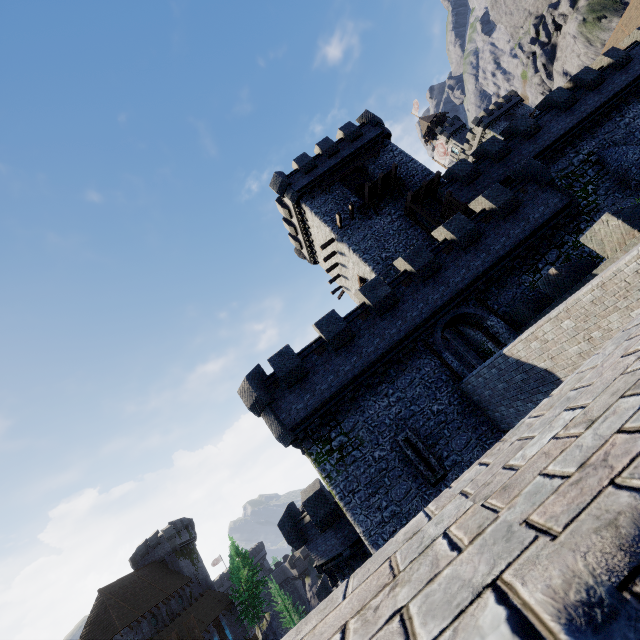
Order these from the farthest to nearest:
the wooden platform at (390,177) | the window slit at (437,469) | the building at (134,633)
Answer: the building at (134,633) < the wooden platform at (390,177) < the window slit at (437,469)

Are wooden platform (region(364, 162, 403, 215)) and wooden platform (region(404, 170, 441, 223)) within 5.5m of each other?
yes

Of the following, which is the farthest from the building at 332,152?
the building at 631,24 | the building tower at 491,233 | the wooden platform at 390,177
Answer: the building at 631,24

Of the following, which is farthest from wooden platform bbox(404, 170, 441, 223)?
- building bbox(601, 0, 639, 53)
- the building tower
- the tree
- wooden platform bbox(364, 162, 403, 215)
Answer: the tree

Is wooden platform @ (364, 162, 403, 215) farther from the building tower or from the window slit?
the window slit

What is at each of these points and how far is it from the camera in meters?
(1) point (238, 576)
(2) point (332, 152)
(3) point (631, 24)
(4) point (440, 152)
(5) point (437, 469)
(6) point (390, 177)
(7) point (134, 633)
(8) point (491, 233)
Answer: (1) tree, 48.7
(2) building, 27.6
(3) building, 41.1
(4) flag, 44.8
(5) window slit, 14.0
(6) wooden platform, 25.2
(7) building, 36.7
(8) building tower, 17.7

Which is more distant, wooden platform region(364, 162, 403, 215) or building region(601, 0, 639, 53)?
building region(601, 0, 639, 53)

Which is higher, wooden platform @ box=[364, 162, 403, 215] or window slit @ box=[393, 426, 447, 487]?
wooden platform @ box=[364, 162, 403, 215]
